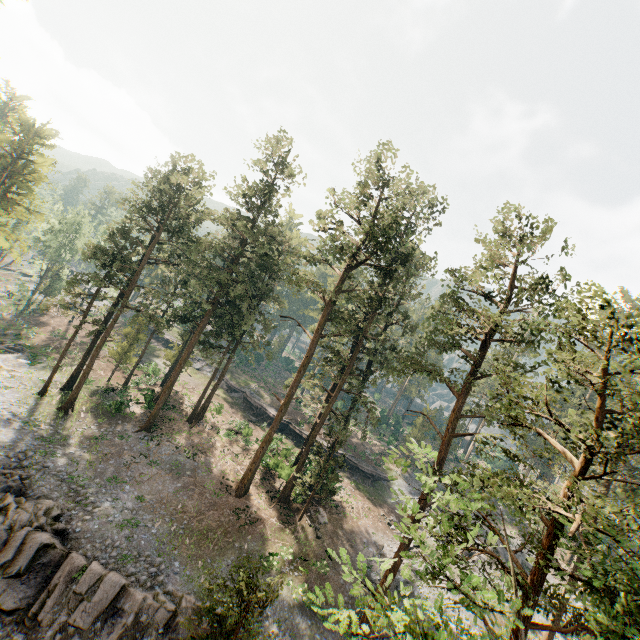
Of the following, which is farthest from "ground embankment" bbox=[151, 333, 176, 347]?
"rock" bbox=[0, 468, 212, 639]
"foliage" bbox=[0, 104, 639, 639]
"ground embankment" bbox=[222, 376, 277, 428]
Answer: "rock" bbox=[0, 468, 212, 639]

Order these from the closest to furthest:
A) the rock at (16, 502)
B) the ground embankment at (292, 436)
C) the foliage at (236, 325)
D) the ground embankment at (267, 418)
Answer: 1. the foliage at (236, 325)
2. the rock at (16, 502)
3. the ground embankment at (292, 436)
4. the ground embankment at (267, 418)

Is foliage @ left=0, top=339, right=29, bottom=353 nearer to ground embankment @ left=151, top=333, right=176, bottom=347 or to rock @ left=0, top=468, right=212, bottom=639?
rock @ left=0, top=468, right=212, bottom=639

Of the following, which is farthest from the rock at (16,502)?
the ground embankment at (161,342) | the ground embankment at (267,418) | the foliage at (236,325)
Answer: the ground embankment at (161,342)

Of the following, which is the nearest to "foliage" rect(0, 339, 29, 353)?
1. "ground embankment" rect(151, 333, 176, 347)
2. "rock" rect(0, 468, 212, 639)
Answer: "rock" rect(0, 468, 212, 639)

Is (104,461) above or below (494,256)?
below

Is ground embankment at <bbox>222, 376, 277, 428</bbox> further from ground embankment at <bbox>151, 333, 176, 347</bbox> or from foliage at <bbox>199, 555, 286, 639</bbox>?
ground embankment at <bbox>151, 333, 176, 347</bbox>

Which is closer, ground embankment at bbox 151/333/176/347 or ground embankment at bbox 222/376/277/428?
ground embankment at bbox 222/376/277/428
